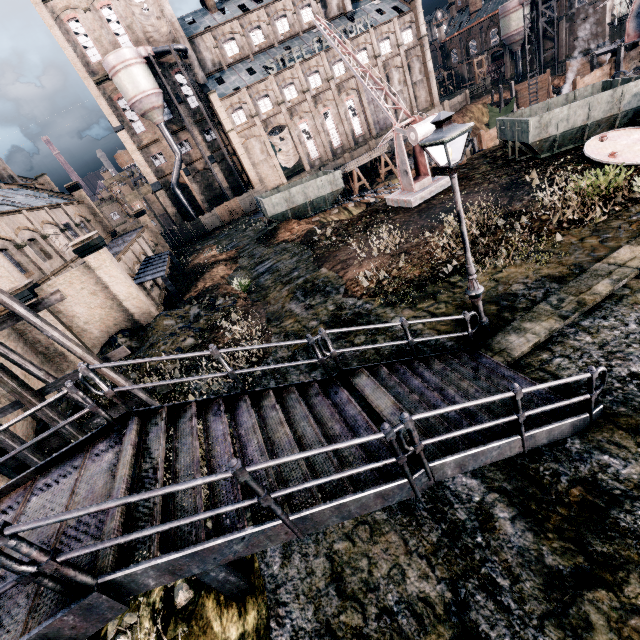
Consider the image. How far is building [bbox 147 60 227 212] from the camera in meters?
47.9

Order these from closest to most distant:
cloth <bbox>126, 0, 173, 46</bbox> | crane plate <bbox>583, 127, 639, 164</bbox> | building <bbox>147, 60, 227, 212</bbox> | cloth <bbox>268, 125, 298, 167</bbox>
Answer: crane plate <bbox>583, 127, 639, 164</bbox>
cloth <bbox>126, 0, 173, 46</bbox>
building <bbox>147, 60, 227, 212</bbox>
cloth <bbox>268, 125, 298, 167</bbox>

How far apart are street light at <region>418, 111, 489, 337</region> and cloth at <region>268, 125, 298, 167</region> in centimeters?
5063cm

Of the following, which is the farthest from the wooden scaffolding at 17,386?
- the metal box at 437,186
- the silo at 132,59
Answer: the silo at 132,59

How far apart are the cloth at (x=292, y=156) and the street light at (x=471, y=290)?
50.6m

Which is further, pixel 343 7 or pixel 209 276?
pixel 343 7

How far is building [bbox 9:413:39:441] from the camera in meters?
15.3

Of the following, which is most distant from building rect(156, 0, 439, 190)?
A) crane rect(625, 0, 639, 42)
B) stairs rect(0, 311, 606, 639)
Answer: stairs rect(0, 311, 606, 639)
